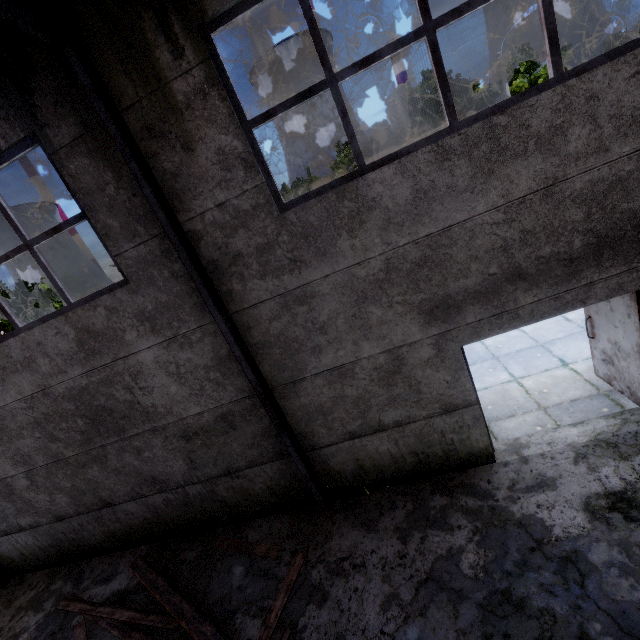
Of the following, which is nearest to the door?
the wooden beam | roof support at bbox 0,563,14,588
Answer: the wooden beam

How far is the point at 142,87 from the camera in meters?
3.7

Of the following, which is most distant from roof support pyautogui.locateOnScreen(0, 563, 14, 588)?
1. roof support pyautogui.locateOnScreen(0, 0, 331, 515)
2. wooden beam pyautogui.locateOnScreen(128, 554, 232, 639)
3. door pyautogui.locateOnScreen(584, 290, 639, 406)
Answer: door pyautogui.locateOnScreen(584, 290, 639, 406)

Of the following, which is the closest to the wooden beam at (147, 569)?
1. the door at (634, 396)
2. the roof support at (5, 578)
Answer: the roof support at (5, 578)

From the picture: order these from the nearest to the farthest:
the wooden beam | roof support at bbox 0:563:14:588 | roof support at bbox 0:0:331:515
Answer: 1. roof support at bbox 0:0:331:515
2. the wooden beam
3. roof support at bbox 0:563:14:588

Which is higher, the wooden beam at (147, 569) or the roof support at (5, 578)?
the wooden beam at (147, 569)

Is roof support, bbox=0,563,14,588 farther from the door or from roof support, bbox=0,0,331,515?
the door
